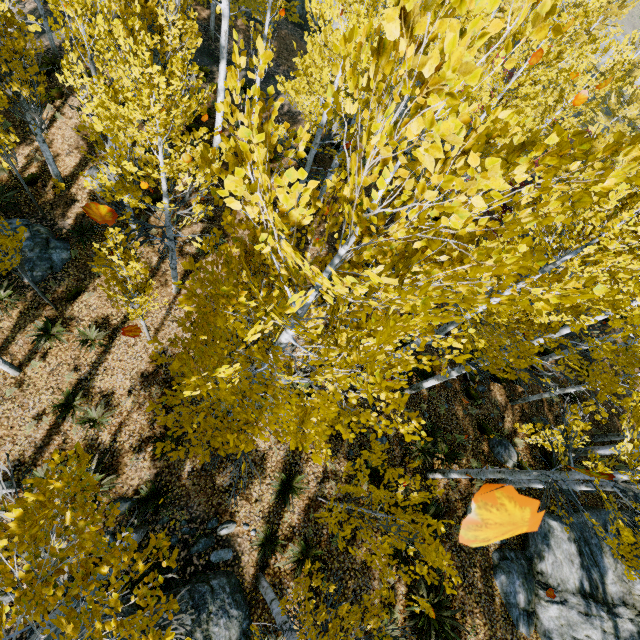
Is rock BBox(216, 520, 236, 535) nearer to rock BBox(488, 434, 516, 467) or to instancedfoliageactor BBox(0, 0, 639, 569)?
instancedfoliageactor BBox(0, 0, 639, 569)

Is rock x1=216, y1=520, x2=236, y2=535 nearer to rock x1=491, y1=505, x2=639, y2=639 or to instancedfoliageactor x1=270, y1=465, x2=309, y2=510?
instancedfoliageactor x1=270, y1=465, x2=309, y2=510

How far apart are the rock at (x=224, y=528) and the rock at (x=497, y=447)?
8.5m

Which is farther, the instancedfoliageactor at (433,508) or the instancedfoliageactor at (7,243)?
the instancedfoliageactor at (7,243)

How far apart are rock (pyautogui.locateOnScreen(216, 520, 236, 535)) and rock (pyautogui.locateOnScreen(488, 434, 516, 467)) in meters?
8.5

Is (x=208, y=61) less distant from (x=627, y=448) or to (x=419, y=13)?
(x=419, y=13)

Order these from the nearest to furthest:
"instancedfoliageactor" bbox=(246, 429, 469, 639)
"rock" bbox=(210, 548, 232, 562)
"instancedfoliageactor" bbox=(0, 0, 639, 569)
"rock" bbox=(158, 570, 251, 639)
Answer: "instancedfoliageactor" bbox=(0, 0, 639, 569)
"instancedfoliageactor" bbox=(246, 429, 469, 639)
"rock" bbox=(158, 570, 251, 639)
"rock" bbox=(210, 548, 232, 562)

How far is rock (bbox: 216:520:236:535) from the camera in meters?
8.2 m
